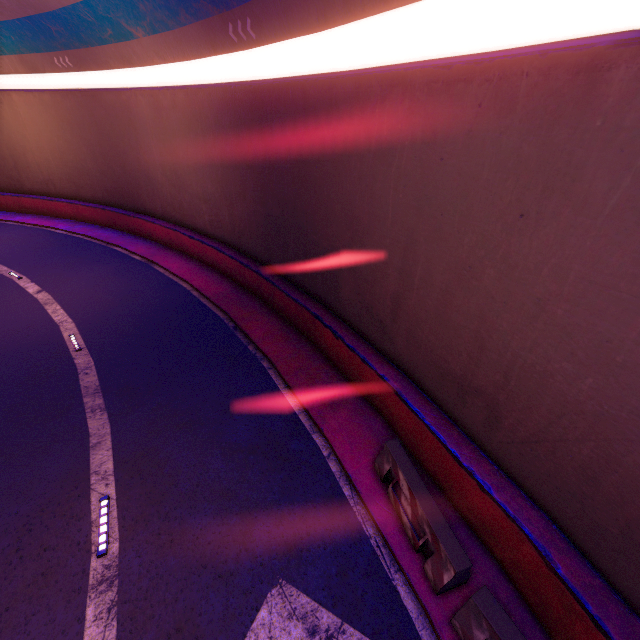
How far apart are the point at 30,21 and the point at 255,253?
15.4m

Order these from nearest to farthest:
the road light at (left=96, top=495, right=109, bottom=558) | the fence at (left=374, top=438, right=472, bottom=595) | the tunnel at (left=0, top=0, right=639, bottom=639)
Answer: the tunnel at (left=0, top=0, right=639, bottom=639)
the fence at (left=374, top=438, right=472, bottom=595)
the road light at (left=96, top=495, right=109, bottom=558)

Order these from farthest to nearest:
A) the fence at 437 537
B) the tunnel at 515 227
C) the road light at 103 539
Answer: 1. the road light at 103 539
2. the fence at 437 537
3. the tunnel at 515 227

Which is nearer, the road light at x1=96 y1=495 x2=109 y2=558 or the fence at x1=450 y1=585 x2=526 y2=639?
the fence at x1=450 y1=585 x2=526 y2=639

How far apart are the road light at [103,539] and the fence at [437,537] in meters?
5.5

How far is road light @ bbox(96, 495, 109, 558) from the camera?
6.0m

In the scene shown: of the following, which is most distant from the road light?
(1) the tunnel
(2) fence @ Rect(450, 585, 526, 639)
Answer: (2) fence @ Rect(450, 585, 526, 639)
